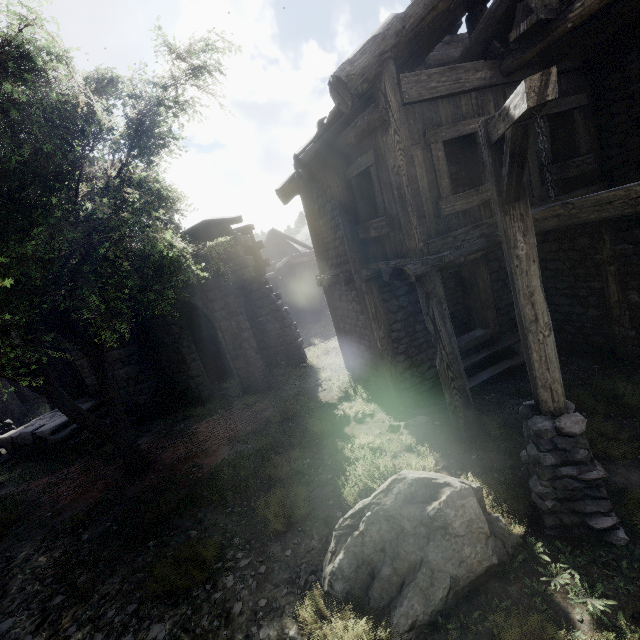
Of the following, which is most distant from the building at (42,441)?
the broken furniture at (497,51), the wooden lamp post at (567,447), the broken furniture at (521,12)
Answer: the wooden lamp post at (567,447)

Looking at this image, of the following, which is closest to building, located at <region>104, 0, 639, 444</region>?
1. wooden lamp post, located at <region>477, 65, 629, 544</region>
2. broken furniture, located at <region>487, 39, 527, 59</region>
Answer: broken furniture, located at <region>487, 39, 527, 59</region>

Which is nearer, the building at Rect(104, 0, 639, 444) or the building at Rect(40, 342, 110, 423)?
the building at Rect(104, 0, 639, 444)

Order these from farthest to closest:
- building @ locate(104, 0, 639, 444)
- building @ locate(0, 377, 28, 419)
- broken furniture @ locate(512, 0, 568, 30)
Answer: building @ locate(0, 377, 28, 419) < building @ locate(104, 0, 639, 444) < broken furniture @ locate(512, 0, 568, 30)

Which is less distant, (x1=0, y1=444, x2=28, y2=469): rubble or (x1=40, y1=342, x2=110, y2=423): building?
(x1=0, y1=444, x2=28, y2=469): rubble

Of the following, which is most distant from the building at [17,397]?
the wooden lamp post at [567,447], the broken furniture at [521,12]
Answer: the wooden lamp post at [567,447]

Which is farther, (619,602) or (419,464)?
(419,464)
